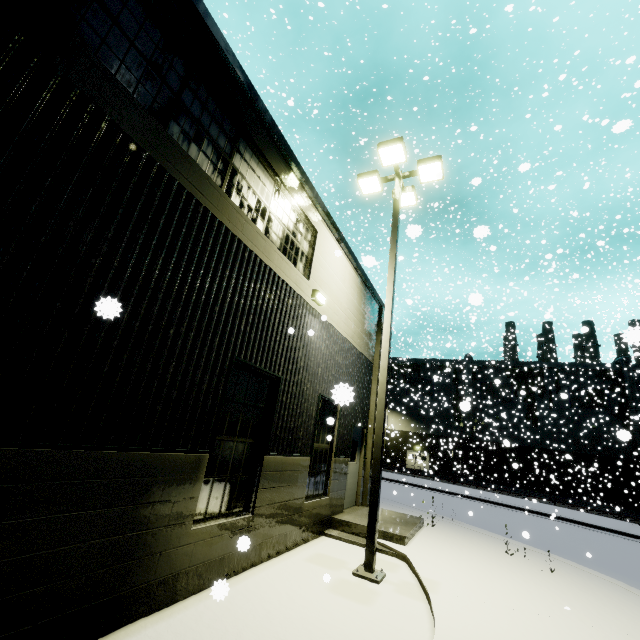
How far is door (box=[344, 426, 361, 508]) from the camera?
10.3 meters

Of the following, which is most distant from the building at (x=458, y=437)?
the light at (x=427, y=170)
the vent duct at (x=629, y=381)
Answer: the light at (x=427, y=170)

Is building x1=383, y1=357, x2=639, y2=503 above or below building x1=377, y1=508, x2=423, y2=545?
above

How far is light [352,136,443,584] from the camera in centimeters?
627cm

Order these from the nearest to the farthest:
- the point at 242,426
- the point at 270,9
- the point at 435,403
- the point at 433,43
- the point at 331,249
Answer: the point at 242,426 → the point at 331,249 → the point at 270,9 → the point at 433,43 → the point at 435,403

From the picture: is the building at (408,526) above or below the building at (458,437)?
below

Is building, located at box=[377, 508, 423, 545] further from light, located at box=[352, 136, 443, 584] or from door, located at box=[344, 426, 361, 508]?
light, located at box=[352, 136, 443, 584]

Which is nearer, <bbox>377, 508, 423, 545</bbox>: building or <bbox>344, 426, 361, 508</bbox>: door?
<bbox>377, 508, 423, 545</bbox>: building
